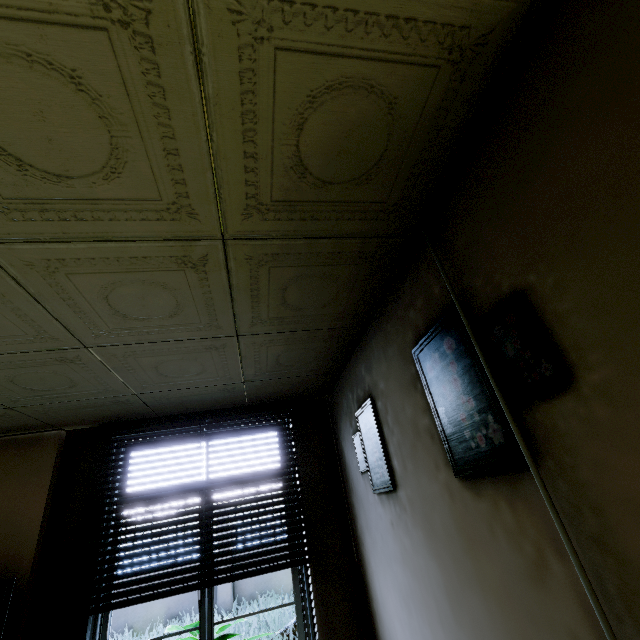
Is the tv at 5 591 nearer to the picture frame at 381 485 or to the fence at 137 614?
the picture frame at 381 485

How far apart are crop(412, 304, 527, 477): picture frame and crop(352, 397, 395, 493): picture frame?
0.9 meters

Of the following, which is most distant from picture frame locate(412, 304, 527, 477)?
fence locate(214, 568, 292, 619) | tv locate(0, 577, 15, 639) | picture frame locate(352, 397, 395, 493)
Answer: fence locate(214, 568, 292, 619)

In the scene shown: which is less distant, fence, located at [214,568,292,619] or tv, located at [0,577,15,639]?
tv, located at [0,577,15,639]

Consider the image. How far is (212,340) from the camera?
2.4 meters

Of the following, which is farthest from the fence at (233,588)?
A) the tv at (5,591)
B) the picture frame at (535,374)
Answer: the picture frame at (535,374)

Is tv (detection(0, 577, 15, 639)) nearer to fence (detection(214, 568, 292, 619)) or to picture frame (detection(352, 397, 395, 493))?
picture frame (detection(352, 397, 395, 493))
